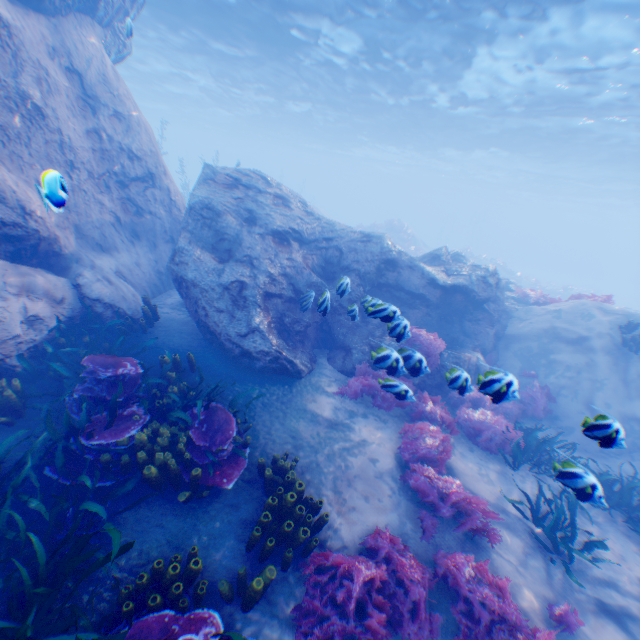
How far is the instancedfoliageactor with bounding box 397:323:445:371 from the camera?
5.8m

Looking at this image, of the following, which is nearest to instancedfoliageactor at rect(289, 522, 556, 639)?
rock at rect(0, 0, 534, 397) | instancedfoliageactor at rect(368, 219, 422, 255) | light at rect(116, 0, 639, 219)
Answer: rock at rect(0, 0, 534, 397)

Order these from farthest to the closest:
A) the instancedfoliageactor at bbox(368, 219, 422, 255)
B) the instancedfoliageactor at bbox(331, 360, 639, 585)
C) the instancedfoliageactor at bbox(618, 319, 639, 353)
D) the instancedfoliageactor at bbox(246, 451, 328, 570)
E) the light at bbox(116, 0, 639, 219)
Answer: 1. the instancedfoliageactor at bbox(368, 219, 422, 255)
2. the light at bbox(116, 0, 639, 219)
3. the instancedfoliageactor at bbox(618, 319, 639, 353)
4. the instancedfoliageactor at bbox(331, 360, 639, 585)
5. the instancedfoliageactor at bbox(246, 451, 328, 570)

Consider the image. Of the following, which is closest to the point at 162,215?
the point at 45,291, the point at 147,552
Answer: the point at 45,291

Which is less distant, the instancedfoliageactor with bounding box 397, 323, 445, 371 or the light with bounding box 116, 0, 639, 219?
the instancedfoliageactor with bounding box 397, 323, 445, 371

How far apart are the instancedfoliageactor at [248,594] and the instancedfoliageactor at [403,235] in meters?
30.6 m

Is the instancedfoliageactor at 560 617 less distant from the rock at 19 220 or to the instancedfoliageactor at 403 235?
the rock at 19 220
